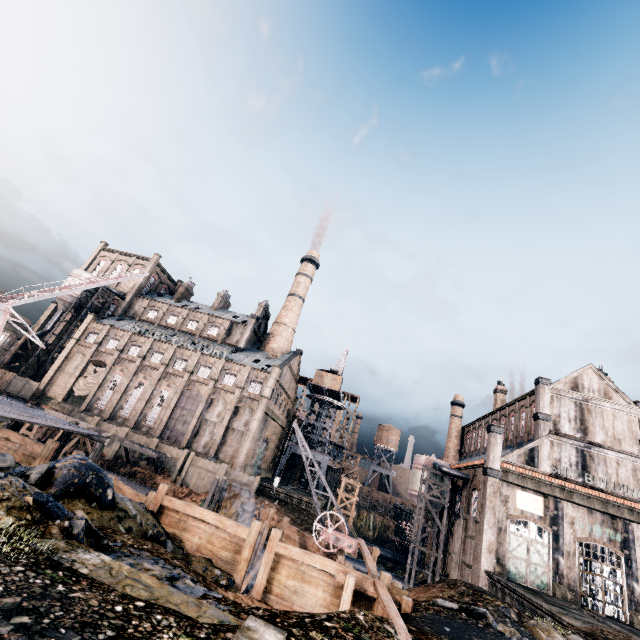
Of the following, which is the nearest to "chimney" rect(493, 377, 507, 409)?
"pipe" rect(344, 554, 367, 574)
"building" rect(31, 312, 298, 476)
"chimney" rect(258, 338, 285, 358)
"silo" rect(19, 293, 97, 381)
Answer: "building" rect(31, 312, 298, 476)

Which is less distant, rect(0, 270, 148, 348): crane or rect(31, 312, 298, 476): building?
rect(0, 270, 148, 348): crane

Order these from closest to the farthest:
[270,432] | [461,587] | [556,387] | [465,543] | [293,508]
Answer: [461,587], [465,543], [556,387], [293,508], [270,432]

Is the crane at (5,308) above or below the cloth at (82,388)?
above

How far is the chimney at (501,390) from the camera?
50.7m

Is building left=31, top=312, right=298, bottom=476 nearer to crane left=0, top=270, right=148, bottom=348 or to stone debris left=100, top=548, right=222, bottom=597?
crane left=0, top=270, right=148, bottom=348

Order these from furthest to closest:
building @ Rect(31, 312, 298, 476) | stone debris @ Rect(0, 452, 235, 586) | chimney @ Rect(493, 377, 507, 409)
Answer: chimney @ Rect(493, 377, 507, 409) < building @ Rect(31, 312, 298, 476) < stone debris @ Rect(0, 452, 235, 586)
